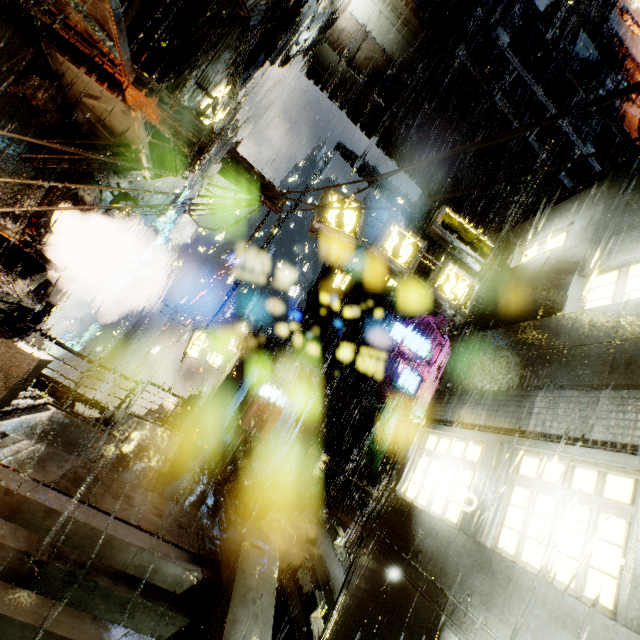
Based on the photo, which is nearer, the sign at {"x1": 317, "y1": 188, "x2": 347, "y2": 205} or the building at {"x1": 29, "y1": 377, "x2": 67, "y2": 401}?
the sign at {"x1": 317, "y1": 188, "x2": 347, "y2": 205}

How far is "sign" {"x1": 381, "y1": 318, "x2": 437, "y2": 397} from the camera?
22.4m

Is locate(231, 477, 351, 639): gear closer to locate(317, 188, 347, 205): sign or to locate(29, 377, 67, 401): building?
locate(29, 377, 67, 401): building

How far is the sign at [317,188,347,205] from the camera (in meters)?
8.73

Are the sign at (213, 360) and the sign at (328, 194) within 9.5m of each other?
no

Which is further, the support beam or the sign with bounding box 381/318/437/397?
the sign with bounding box 381/318/437/397

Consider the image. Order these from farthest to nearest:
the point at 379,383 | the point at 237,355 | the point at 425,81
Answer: the point at 379,383
the point at 237,355
the point at 425,81

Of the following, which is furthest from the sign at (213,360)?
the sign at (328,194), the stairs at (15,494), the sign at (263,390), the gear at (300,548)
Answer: the stairs at (15,494)
